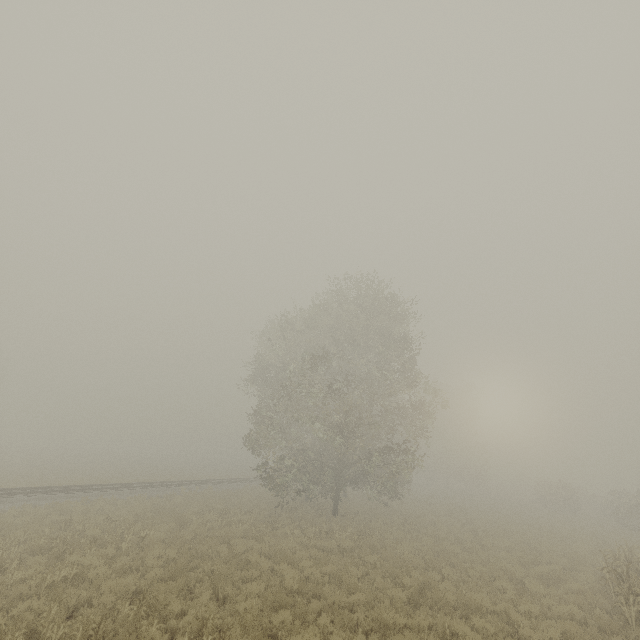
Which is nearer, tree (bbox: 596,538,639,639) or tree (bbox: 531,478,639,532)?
tree (bbox: 596,538,639,639)

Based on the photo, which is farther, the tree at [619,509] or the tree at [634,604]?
the tree at [619,509]

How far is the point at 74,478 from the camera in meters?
28.7
